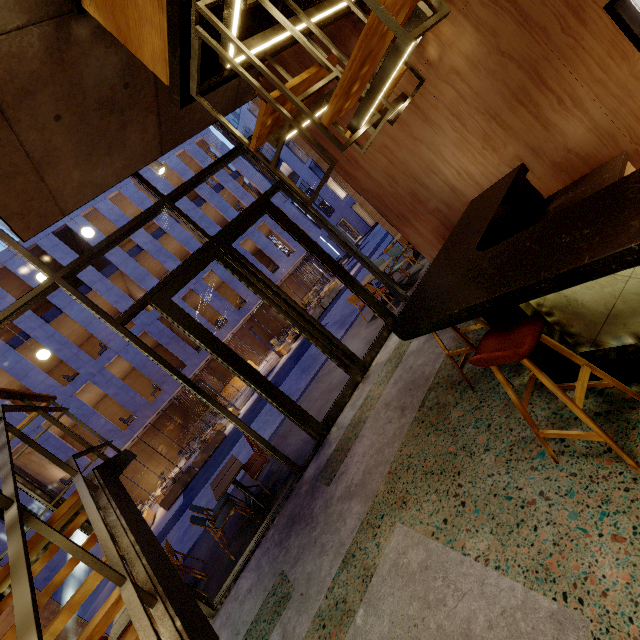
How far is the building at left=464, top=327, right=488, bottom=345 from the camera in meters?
3.8

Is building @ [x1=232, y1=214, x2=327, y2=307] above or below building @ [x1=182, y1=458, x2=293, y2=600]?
above

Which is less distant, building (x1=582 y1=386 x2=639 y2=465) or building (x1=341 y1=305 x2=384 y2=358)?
building (x1=582 y1=386 x2=639 y2=465)

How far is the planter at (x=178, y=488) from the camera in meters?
14.9 m

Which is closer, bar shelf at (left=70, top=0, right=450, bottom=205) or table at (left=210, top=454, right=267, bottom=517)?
bar shelf at (left=70, top=0, right=450, bottom=205)

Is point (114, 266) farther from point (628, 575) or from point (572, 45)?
point (628, 575)

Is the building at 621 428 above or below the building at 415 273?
below

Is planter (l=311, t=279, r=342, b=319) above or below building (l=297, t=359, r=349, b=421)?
above
